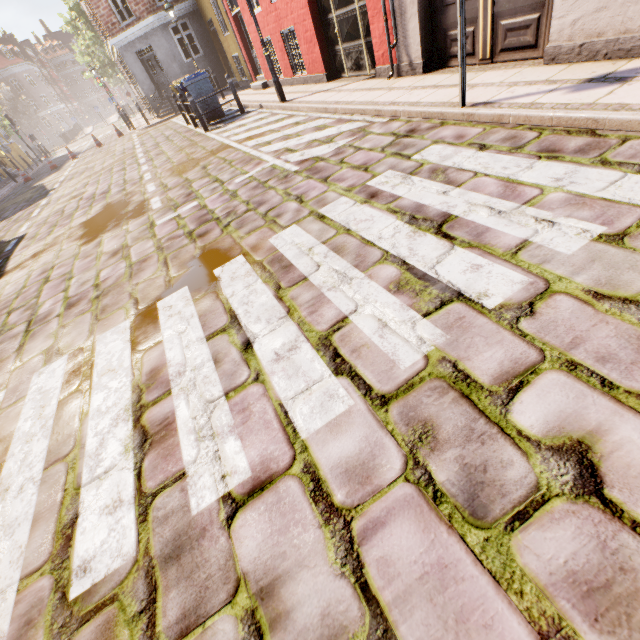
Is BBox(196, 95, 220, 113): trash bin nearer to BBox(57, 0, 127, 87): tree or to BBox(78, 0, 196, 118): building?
BBox(57, 0, 127, 87): tree

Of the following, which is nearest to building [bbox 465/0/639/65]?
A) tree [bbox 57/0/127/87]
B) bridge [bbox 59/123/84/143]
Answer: tree [bbox 57/0/127/87]

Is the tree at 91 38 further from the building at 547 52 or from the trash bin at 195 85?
the trash bin at 195 85

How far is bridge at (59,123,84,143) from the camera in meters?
38.3

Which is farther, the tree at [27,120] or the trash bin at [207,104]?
the tree at [27,120]

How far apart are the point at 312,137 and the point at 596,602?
6.78m

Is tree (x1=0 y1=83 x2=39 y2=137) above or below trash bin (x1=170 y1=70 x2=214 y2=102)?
above

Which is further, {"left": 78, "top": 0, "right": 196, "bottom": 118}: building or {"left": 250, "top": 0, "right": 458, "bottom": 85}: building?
{"left": 78, "top": 0, "right": 196, "bottom": 118}: building
